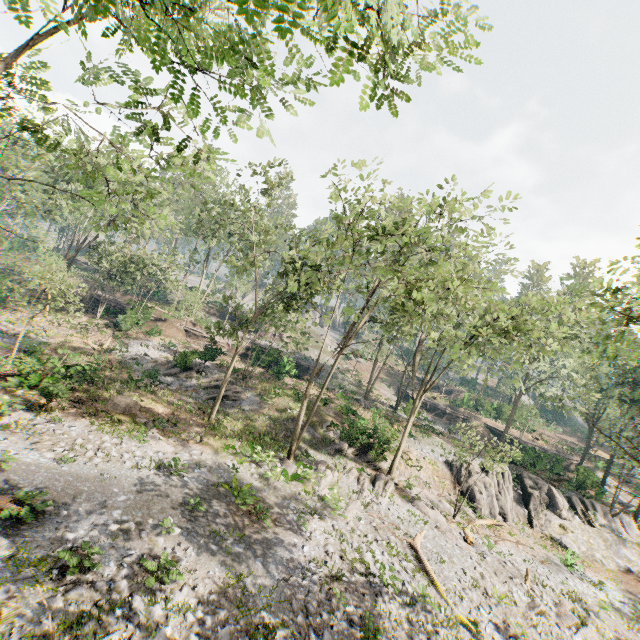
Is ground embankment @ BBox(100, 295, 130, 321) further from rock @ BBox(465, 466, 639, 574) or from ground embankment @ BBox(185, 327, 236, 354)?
rock @ BBox(465, 466, 639, 574)

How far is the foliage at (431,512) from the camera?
18.6m

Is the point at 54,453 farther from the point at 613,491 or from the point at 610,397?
the point at 613,491

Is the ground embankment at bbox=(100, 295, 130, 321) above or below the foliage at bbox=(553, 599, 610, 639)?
above

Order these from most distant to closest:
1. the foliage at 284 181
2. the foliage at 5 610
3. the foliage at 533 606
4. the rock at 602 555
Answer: the rock at 602 555 < the foliage at 284 181 < the foliage at 533 606 < the foliage at 5 610

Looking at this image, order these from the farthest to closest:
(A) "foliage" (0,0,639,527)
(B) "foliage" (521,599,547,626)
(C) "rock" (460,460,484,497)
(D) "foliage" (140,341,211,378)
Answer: (D) "foliage" (140,341,211,378), (C) "rock" (460,460,484,497), (B) "foliage" (521,599,547,626), (A) "foliage" (0,0,639,527)

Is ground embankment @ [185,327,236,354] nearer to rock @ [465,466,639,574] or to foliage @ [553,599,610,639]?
foliage @ [553,599,610,639]

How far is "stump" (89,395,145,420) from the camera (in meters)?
18.73
